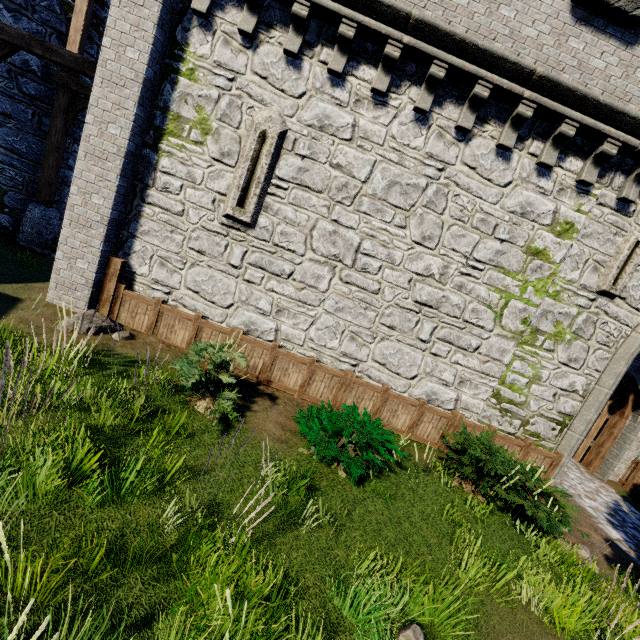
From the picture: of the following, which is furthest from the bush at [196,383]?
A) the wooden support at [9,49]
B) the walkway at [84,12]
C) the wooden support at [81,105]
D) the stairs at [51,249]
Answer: the wooden support at [81,105]

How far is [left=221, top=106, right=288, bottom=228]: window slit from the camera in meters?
7.0 m

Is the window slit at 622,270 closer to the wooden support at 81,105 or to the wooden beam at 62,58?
the wooden beam at 62,58

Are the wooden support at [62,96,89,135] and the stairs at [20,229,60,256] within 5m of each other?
yes

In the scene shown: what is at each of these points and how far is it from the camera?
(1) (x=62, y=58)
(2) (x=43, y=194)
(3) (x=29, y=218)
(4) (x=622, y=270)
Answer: (1) wooden beam, 7.4m
(2) wooden post, 10.6m
(3) stone base, 10.5m
(4) window slit, 7.5m

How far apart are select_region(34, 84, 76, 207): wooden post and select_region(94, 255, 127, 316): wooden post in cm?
563

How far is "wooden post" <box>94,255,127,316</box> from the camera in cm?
748

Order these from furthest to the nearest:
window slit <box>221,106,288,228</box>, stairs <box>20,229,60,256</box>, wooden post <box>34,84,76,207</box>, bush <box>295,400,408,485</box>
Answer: stairs <box>20,229,60,256</box> → wooden post <box>34,84,76,207</box> → window slit <box>221,106,288,228</box> → bush <box>295,400,408,485</box>
